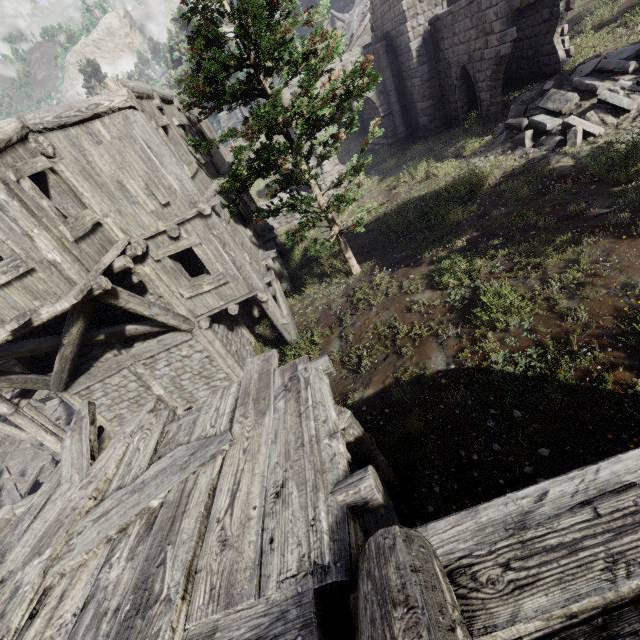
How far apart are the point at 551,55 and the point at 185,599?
22.1 meters

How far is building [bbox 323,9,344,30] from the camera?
34.28m

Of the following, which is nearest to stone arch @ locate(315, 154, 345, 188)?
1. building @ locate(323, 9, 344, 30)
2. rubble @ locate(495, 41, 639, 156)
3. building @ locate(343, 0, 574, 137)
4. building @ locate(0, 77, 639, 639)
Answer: building @ locate(343, 0, 574, 137)

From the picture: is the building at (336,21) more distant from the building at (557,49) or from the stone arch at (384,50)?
the stone arch at (384,50)

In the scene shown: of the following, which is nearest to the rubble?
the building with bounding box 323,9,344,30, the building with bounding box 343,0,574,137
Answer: the building with bounding box 343,0,574,137

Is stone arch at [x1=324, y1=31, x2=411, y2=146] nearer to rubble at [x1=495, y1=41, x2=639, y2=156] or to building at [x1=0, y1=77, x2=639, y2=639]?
building at [x1=0, y1=77, x2=639, y2=639]

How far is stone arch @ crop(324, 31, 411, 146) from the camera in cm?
1897

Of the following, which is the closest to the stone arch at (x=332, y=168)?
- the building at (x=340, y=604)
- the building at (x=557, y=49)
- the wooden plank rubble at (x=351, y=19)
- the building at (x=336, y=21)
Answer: the building at (x=557, y=49)
